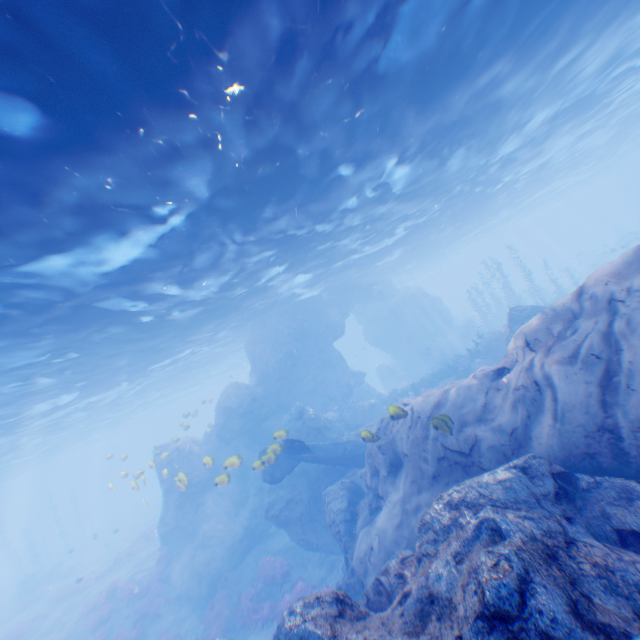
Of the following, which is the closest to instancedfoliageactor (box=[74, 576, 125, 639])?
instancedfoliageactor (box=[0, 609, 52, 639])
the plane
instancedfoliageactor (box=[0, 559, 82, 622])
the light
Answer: the plane

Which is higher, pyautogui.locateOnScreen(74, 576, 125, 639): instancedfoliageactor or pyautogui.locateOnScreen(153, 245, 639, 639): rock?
pyautogui.locateOnScreen(153, 245, 639, 639): rock

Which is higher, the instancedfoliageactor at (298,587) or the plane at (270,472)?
the plane at (270,472)

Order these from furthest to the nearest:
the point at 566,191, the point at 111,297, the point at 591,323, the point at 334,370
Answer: the point at 566,191, the point at 334,370, the point at 111,297, the point at 591,323

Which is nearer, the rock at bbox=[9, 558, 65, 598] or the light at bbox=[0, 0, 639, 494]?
the light at bbox=[0, 0, 639, 494]

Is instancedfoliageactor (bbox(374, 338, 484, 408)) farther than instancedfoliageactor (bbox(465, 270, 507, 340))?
No

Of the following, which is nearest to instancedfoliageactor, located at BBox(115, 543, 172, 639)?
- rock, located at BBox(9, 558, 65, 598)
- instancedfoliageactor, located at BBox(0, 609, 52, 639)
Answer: instancedfoliageactor, located at BBox(0, 609, 52, 639)

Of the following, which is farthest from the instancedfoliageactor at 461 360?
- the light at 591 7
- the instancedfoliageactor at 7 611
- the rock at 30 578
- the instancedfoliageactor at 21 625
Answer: the rock at 30 578
